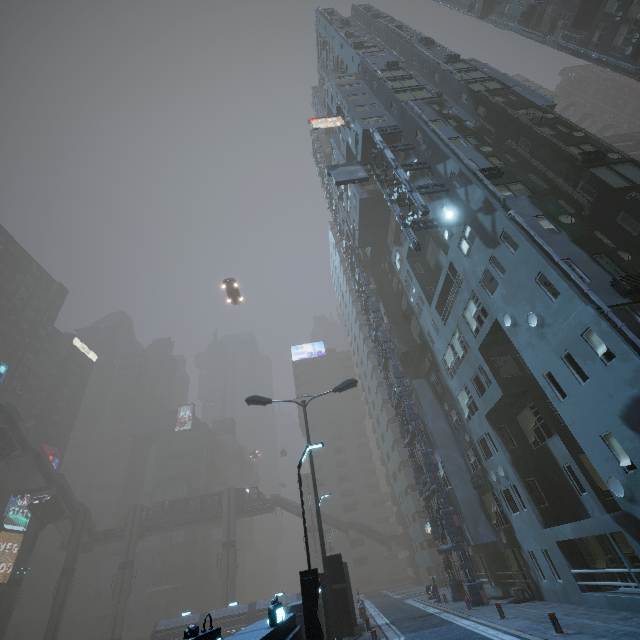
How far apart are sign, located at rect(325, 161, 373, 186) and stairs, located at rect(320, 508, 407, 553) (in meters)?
53.51

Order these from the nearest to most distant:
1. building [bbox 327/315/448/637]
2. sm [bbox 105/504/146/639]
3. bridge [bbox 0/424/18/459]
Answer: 1. building [bbox 327/315/448/637]
2. bridge [bbox 0/424/18/459]
3. sm [bbox 105/504/146/639]

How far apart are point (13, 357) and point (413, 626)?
75.8m

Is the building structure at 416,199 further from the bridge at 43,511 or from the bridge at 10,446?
the bridge at 43,511

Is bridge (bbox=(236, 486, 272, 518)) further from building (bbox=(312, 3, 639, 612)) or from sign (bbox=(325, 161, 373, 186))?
sign (bbox=(325, 161, 373, 186))

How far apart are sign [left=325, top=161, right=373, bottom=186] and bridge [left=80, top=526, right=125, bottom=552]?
65.56m

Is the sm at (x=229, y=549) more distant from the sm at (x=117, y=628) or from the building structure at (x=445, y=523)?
the building structure at (x=445, y=523)

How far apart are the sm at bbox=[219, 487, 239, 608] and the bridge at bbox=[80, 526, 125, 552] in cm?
1572
